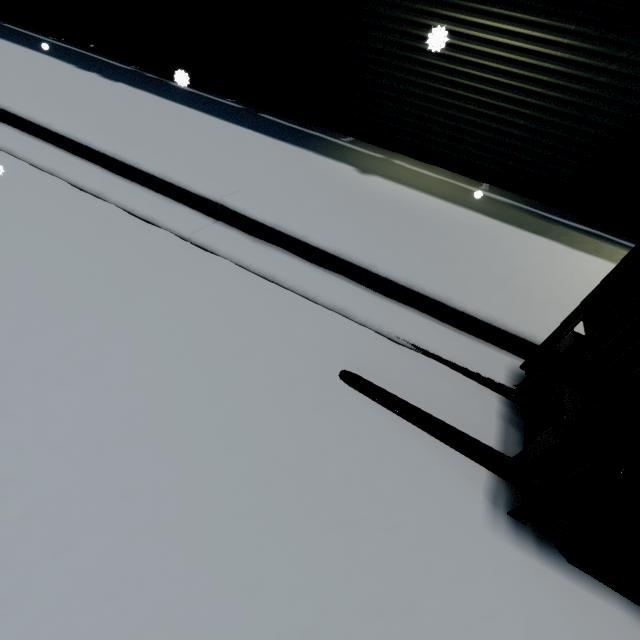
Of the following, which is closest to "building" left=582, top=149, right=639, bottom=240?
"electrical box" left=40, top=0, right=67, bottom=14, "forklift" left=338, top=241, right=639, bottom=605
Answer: "electrical box" left=40, top=0, right=67, bottom=14

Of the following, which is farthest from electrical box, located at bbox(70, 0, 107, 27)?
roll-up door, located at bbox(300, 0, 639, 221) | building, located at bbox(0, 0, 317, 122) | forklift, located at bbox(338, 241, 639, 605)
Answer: forklift, located at bbox(338, 241, 639, 605)

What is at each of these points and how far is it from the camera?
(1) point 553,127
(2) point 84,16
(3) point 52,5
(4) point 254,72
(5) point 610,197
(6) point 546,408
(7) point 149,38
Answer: (1) roll-up door, 4.79m
(2) electrical box, 6.74m
(3) electrical box, 6.95m
(4) electrical box, 5.57m
(5) building, 4.71m
(6) forklift, 1.91m
(7) building, 6.57m

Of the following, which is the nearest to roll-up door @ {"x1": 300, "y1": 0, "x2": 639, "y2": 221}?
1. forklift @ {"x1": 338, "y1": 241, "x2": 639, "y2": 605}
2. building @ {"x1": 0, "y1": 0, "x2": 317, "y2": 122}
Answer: building @ {"x1": 0, "y1": 0, "x2": 317, "y2": 122}

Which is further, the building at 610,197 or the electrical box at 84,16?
the electrical box at 84,16

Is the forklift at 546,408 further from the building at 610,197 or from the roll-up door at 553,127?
the building at 610,197

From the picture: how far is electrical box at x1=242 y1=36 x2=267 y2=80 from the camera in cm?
534

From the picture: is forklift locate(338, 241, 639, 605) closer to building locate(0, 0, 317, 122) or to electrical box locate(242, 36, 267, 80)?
electrical box locate(242, 36, 267, 80)
